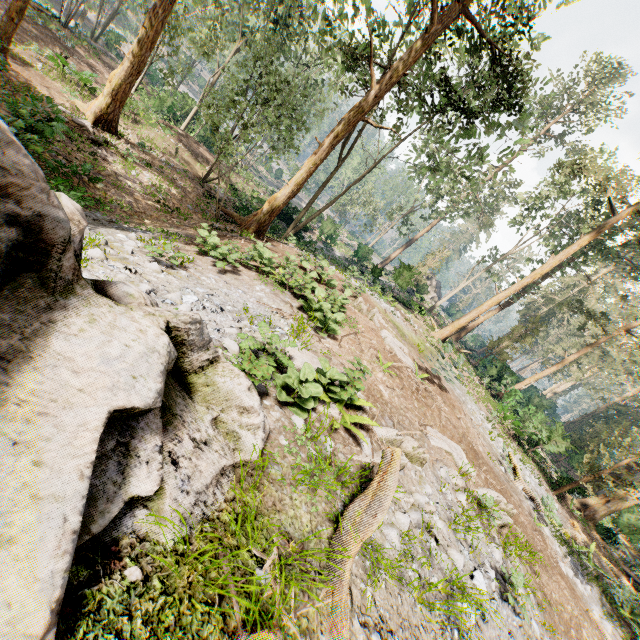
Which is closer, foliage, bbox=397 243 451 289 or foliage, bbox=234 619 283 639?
foliage, bbox=234 619 283 639

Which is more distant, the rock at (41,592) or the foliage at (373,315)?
the foliage at (373,315)

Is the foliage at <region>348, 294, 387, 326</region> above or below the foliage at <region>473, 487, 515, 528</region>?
below

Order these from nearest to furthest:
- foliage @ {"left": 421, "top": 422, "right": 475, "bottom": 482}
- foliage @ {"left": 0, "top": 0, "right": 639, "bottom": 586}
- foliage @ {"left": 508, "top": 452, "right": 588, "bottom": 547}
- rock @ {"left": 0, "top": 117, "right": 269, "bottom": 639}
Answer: rock @ {"left": 0, "top": 117, "right": 269, "bottom": 639} < foliage @ {"left": 421, "top": 422, "right": 475, "bottom": 482} < foliage @ {"left": 508, "top": 452, "right": 588, "bottom": 547} < foliage @ {"left": 0, "top": 0, "right": 639, "bottom": 586}

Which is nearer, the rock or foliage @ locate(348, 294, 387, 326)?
the rock

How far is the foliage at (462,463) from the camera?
8.8m

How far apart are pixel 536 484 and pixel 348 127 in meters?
20.9
